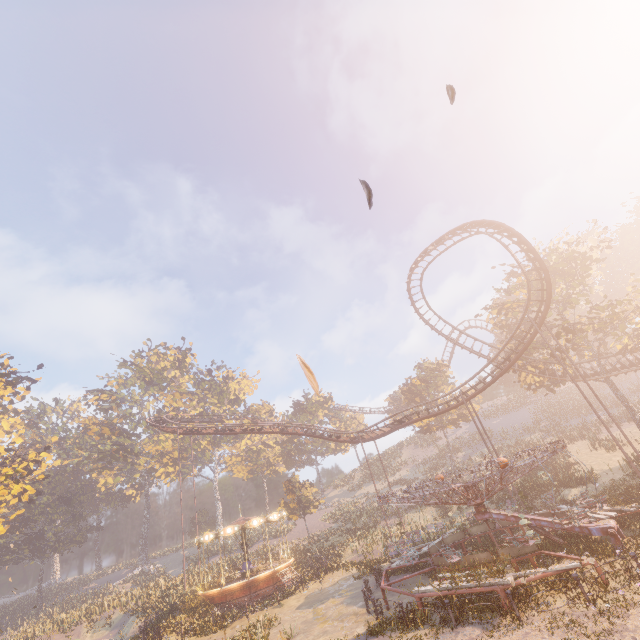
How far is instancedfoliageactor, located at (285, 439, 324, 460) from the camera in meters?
57.1 m

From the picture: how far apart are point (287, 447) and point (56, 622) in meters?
34.7

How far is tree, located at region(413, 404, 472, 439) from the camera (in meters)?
44.09

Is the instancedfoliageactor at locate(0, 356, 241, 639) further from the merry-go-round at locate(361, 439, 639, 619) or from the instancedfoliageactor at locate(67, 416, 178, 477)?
the merry-go-round at locate(361, 439, 639, 619)

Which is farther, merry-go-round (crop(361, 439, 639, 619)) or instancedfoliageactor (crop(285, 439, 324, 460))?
instancedfoliageactor (crop(285, 439, 324, 460))

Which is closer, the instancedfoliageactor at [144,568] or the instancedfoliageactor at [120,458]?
the instancedfoliageactor at [144,568]

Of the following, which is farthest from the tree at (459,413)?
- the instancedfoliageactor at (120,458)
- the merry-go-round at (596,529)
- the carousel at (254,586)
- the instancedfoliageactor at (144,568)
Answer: the instancedfoliageactor at (120,458)
